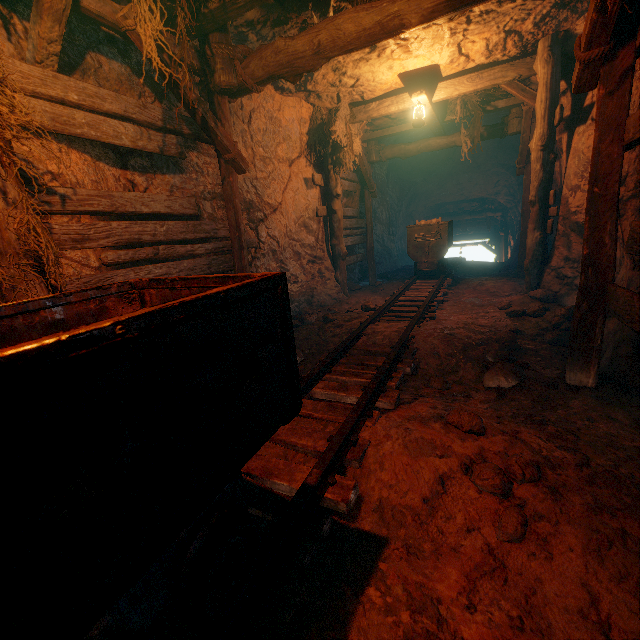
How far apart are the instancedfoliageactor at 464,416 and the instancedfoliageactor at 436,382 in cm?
78

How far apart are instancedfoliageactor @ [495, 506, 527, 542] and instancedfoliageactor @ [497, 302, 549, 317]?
3.7m

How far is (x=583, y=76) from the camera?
2.6m

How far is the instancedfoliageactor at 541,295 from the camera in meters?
5.9

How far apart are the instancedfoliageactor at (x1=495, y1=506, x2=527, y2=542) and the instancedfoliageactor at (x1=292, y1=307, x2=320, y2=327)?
4.5 meters

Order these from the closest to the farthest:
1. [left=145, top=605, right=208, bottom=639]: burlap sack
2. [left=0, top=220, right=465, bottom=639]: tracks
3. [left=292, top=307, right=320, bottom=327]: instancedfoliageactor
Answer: [left=0, top=220, right=465, bottom=639]: tracks, [left=145, top=605, right=208, bottom=639]: burlap sack, [left=292, top=307, right=320, bottom=327]: instancedfoliageactor

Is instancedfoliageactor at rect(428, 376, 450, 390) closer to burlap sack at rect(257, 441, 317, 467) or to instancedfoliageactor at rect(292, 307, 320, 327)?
burlap sack at rect(257, 441, 317, 467)

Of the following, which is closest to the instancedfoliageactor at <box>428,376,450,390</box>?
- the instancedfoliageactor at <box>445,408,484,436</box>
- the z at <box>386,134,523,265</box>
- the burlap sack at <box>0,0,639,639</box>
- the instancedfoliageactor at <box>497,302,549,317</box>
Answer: the burlap sack at <box>0,0,639,639</box>
